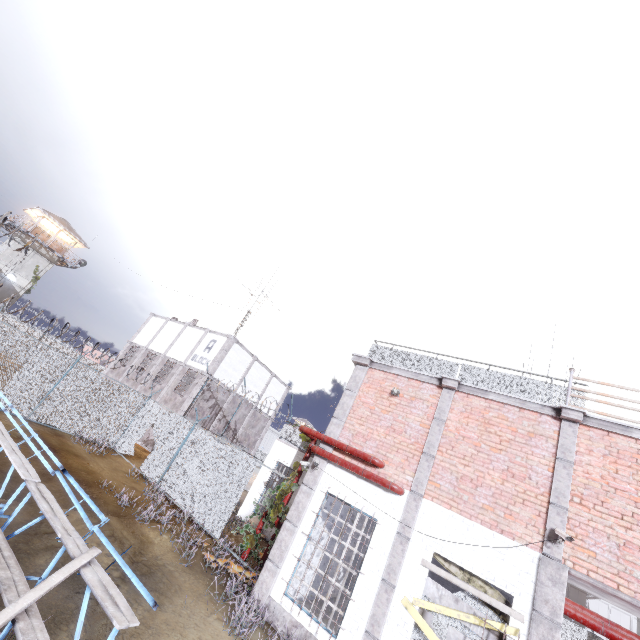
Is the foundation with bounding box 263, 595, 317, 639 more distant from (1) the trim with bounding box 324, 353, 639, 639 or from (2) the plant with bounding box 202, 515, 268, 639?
(2) the plant with bounding box 202, 515, 268, 639

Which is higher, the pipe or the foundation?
the pipe

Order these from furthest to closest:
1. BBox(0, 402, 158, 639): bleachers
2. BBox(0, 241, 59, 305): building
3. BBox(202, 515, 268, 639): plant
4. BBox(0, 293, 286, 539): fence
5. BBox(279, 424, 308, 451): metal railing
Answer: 1. BBox(0, 241, 59, 305): building
2. BBox(279, 424, 308, 451): metal railing
3. BBox(0, 293, 286, 539): fence
4. BBox(202, 515, 268, 639): plant
5. BBox(0, 402, 158, 639): bleachers

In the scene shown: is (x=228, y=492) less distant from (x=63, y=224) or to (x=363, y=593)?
(x=363, y=593)

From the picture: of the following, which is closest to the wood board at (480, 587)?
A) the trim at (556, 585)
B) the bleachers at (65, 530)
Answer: the trim at (556, 585)

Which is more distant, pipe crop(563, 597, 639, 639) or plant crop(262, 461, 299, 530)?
plant crop(262, 461, 299, 530)

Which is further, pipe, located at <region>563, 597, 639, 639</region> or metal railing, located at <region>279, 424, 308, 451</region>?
metal railing, located at <region>279, 424, 308, 451</region>

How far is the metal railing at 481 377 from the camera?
8.4 meters
